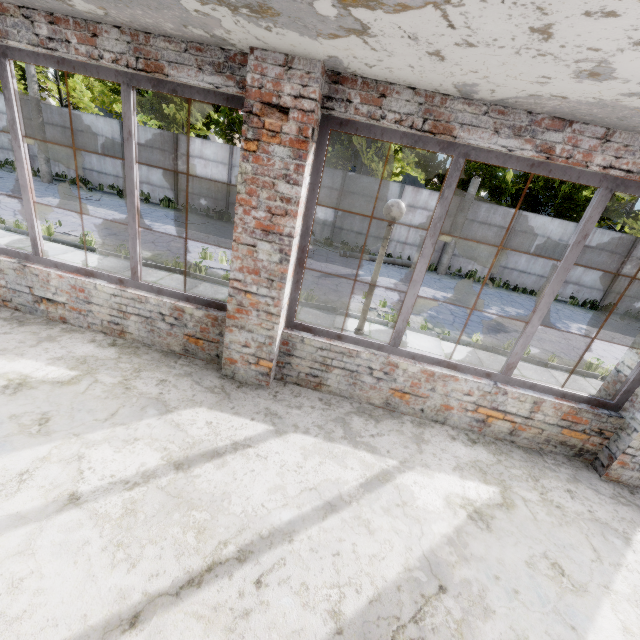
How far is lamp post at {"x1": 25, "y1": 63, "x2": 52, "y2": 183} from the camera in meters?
15.1 m

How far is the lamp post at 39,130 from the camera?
15.1m

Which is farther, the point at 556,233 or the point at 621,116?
the point at 556,233
